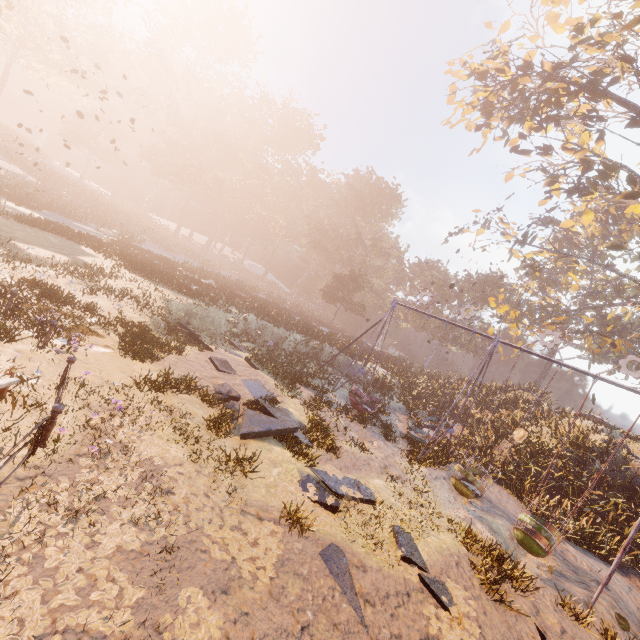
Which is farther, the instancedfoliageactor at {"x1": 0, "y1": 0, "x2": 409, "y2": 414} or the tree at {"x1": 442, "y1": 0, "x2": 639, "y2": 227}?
the instancedfoliageactor at {"x1": 0, "y1": 0, "x2": 409, "y2": 414}

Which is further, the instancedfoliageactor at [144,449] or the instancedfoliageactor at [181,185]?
the instancedfoliageactor at [181,185]

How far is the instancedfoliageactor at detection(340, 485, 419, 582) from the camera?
6.8 meters

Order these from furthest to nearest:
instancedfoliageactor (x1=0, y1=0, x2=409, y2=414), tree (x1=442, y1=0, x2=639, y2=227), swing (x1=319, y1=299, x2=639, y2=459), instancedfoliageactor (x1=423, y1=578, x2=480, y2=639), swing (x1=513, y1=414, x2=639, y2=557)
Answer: instancedfoliageactor (x1=0, y1=0, x2=409, y2=414)
tree (x1=442, y1=0, x2=639, y2=227)
swing (x1=319, y1=299, x2=639, y2=459)
swing (x1=513, y1=414, x2=639, y2=557)
instancedfoliageactor (x1=423, y1=578, x2=480, y2=639)

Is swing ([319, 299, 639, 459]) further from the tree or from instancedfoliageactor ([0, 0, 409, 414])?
the tree

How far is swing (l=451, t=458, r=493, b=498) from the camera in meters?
11.7 m

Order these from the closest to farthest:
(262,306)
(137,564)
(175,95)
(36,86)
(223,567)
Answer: (137,564), (223,567), (262,306), (175,95), (36,86)

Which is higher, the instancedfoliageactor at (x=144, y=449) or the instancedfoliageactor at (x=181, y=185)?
the instancedfoliageactor at (x=181, y=185)
